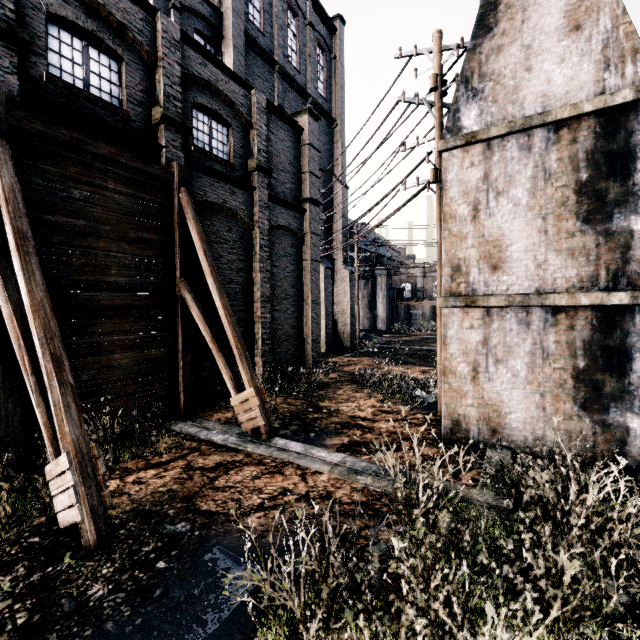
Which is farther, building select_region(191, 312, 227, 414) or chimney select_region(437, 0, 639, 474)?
building select_region(191, 312, 227, 414)

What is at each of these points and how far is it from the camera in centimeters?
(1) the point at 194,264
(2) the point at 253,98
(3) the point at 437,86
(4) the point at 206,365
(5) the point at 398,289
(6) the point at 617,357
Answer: (1) building, 1244cm
(2) building, 1474cm
(3) electric pole, 1045cm
(4) building, 1295cm
(5) building, 5962cm
(6) chimney, 739cm

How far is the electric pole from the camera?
10.6 meters

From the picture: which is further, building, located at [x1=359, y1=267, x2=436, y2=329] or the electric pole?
building, located at [x1=359, y1=267, x2=436, y2=329]

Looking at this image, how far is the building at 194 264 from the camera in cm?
1233

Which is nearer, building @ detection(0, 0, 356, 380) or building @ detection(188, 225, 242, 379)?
building @ detection(0, 0, 356, 380)
